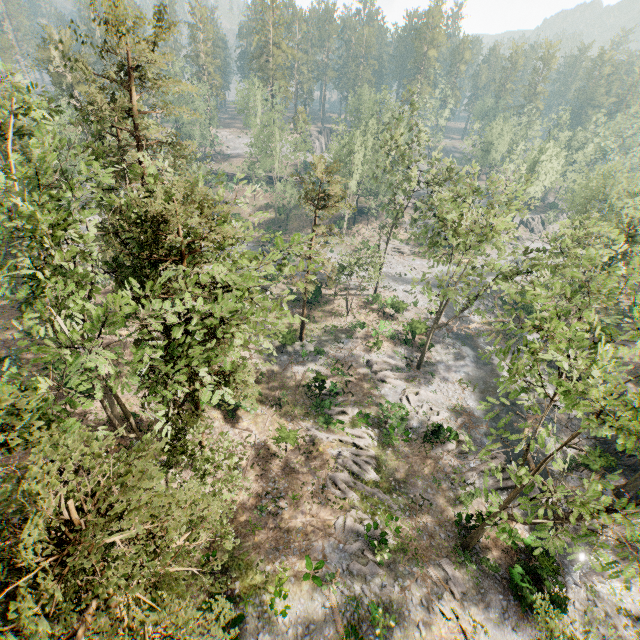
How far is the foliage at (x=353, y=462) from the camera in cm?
2278

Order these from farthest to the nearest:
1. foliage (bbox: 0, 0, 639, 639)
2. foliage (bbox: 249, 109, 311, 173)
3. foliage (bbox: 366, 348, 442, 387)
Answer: foliage (bbox: 249, 109, 311, 173)
foliage (bbox: 366, 348, 442, 387)
foliage (bbox: 0, 0, 639, 639)

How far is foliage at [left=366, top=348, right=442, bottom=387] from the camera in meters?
32.0

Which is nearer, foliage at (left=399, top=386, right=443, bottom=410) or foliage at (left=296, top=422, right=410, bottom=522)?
foliage at (left=296, top=422, right=410, bottom=522)

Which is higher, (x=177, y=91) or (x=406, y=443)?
(x=177, y=91)
